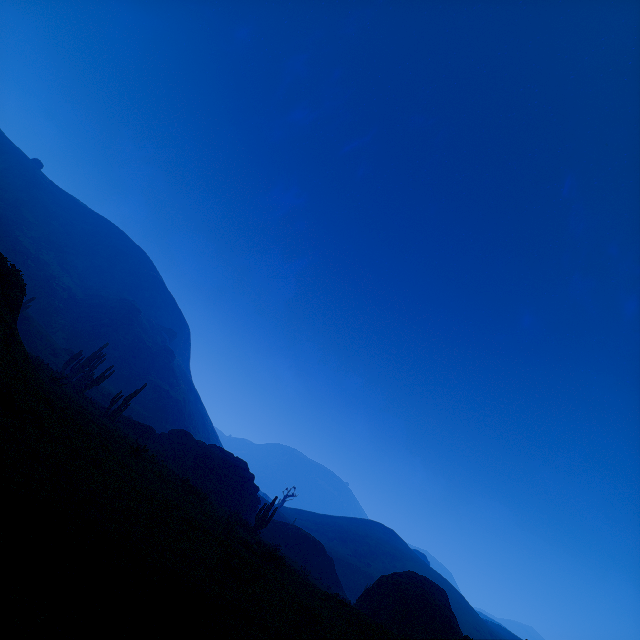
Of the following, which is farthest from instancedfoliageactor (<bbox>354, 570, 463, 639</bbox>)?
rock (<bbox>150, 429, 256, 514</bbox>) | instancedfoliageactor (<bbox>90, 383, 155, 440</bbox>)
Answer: instancedfoliageactor (<bbox>90, 383, 155, 440</bbox>)

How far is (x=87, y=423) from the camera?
12.7m

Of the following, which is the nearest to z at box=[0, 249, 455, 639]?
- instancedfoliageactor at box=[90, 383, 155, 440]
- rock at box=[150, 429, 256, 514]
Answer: instancedfoliageactor at box=[90, 383, 155, 440]

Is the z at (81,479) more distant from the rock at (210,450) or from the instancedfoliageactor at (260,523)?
the rock at (210,450)

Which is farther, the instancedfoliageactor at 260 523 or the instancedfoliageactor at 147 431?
the instancedfoliageactor at 147 431

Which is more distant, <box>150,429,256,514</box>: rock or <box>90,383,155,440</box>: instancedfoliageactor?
<box>150,429,256,514</box>: rock
